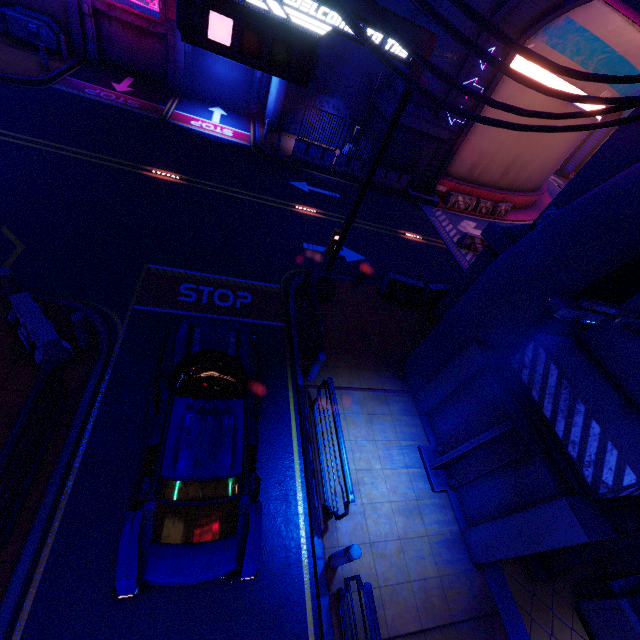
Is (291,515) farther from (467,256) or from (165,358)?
(467,256)

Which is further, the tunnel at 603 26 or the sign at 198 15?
the tunnel at 603 26

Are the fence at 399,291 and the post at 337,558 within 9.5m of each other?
yes

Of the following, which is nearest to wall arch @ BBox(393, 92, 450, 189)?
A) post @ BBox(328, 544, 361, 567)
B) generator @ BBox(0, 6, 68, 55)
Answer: post @ BBox(328, 544, 361, 567)

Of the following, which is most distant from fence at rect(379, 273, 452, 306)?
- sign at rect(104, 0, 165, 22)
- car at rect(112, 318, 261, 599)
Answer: sign at rect(104, 0, 165, 22)

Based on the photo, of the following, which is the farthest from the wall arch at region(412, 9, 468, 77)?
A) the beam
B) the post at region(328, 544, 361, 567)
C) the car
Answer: the car

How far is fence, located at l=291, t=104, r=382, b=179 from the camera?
18.05m

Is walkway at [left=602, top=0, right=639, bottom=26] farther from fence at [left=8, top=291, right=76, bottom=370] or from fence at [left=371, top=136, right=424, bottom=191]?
fence at [left=371, top=136, right=424, bottom=191]
